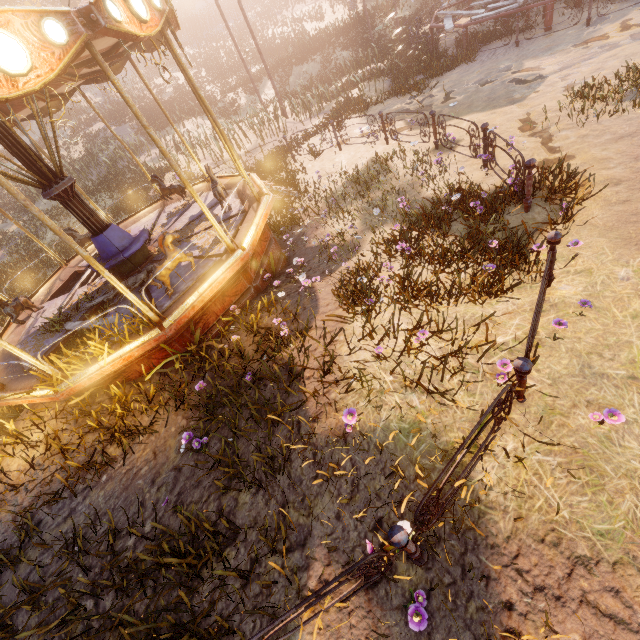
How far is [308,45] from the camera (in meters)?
24.38

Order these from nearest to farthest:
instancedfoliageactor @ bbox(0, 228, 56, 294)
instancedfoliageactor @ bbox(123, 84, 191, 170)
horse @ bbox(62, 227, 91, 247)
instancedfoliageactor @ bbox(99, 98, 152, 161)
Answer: horse @ bbox(62, 227, 91, 247) → instancedfoliageactor @ bbox(0, 228, 56, 294) → instancedfoliageactor @ bbox(123, 84, 191, 170) → instancedfoliageactor @ bbox(99, 98, 152, 161)

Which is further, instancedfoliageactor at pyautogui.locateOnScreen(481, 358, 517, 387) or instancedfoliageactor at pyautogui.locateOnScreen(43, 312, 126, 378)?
instancedfoliageactor at pyautogui.locateOnScreen(43, 312, 126, 378)

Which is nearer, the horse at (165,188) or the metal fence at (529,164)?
the metal fence at (529,164)

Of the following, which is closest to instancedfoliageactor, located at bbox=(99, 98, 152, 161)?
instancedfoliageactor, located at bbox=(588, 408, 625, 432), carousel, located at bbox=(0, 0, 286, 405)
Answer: carousel, located at bbox=(0, 0, 286, 405)

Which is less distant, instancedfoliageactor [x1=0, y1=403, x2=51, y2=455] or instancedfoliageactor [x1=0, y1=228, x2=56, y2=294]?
instancedfoliageactor [x1=0, y1=403, x2=51, y2=455]

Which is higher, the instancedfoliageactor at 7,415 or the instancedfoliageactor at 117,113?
the instancedfoliageactor at 117,113
